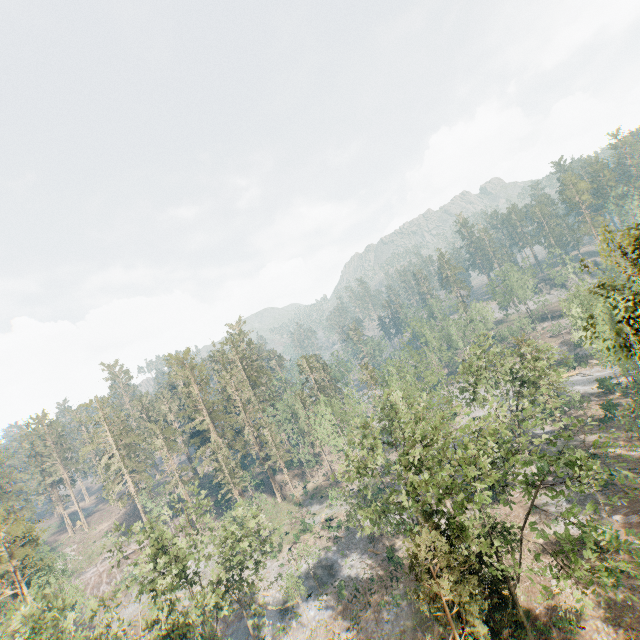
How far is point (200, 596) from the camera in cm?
2850

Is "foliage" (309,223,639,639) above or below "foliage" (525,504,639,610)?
below

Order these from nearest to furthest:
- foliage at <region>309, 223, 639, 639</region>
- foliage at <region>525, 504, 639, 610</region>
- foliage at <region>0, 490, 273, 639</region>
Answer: foliage at <region>525, 504, 639, 610</region>, foliage at <region>309, 223, 639, 639</region>, foliage at <region>0, 490, 273, 639</region>

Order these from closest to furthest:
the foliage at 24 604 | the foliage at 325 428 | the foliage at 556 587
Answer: the foliage at 556 587
the foliage at 325 428
the foliage at 24 604

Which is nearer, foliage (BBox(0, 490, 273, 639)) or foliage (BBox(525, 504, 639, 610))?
foliage (BBox(525, 504, 639, 610))

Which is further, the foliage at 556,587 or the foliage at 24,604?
the foliage at 24,604
